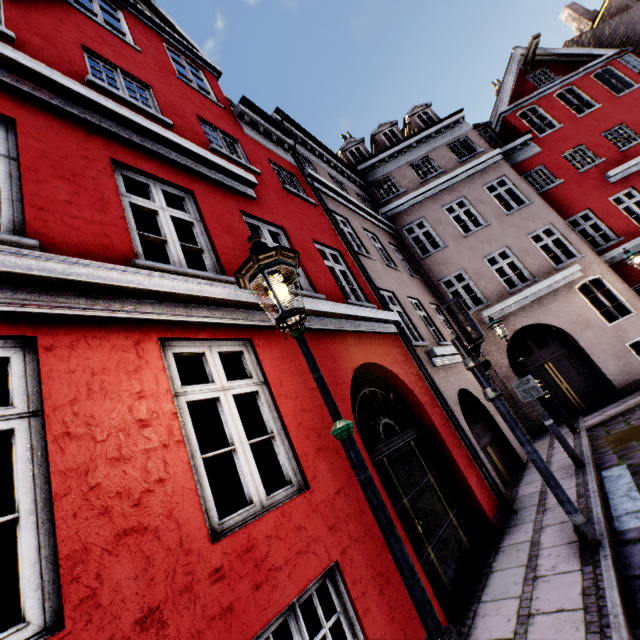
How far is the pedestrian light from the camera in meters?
4.6

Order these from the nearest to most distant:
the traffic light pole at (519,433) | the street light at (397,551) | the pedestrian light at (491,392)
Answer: the street light at (397,551), the traffic light pole at (519,433), the pedestrian light at (491,392)

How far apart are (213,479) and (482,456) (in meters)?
9.07

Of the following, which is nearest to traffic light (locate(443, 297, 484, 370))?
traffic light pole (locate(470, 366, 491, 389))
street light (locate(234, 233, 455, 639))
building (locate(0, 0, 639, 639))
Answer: traffic light pole (locate(470, 366, 491, 389))

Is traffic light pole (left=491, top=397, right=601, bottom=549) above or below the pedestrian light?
below

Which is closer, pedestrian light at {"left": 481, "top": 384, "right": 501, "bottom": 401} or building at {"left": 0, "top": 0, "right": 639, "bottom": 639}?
building at {"left": 0, "top": 0, "right": 639, "bottom": 639}

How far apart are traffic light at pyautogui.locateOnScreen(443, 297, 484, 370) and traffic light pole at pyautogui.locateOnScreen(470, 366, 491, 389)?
0.0 meters

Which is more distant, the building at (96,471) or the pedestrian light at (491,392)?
the pedestrian light at (491,392)
